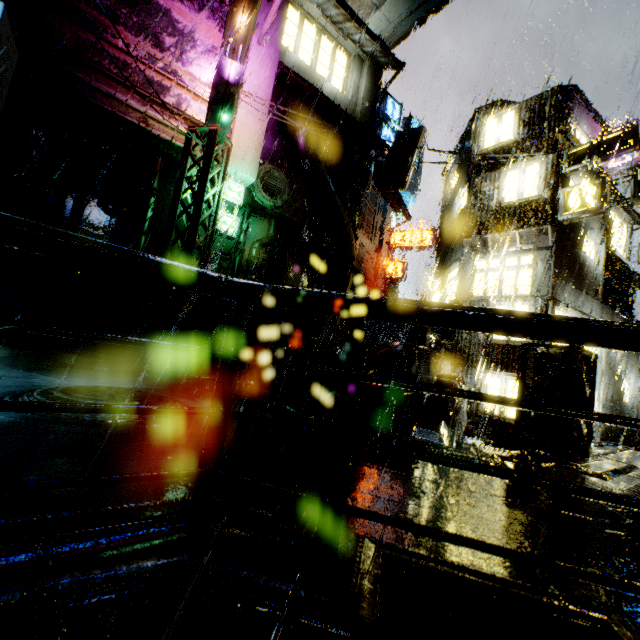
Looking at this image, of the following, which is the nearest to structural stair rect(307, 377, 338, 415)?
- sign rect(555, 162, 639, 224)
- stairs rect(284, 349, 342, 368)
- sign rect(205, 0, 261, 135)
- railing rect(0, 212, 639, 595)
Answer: stairs rect(284, 349, 342, 368)

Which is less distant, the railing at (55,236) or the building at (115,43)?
the railing at (55,236)

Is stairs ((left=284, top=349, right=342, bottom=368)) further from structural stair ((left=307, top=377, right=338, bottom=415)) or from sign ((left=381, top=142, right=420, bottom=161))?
sign ((left=381, top=142, right=420, bottom=161))

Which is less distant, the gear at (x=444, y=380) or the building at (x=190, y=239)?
the gear at (x=444, y=380)

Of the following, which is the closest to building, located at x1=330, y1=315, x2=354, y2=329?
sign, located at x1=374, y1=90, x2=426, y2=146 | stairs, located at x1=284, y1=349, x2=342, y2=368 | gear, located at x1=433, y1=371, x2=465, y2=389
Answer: gear, located at x1=433, y1=371, x2=465, y2=389

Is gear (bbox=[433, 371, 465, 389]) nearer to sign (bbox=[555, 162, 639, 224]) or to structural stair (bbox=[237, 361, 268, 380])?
structural stair (bbox=[237, 361, 268, 380])

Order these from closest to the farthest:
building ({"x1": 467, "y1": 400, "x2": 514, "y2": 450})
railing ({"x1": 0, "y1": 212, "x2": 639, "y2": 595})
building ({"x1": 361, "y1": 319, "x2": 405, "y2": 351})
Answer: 1. railing ({"x1": 0, "y1": 212, "x2": 639, "y2": 595})
2. building ({"x1": 467, "y1": 400, "x2": 514, "y2": 450})
3. building ({"x1": 361, "y1": 319, "x2": 405, "y2": 351})

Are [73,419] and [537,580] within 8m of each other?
yes
